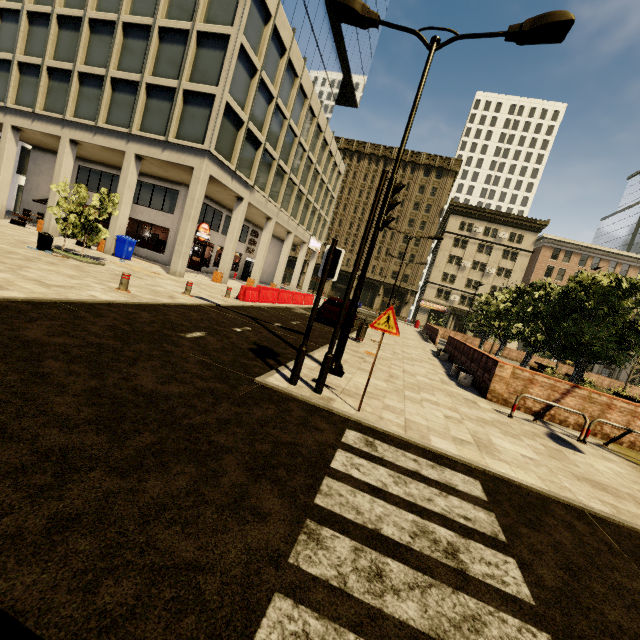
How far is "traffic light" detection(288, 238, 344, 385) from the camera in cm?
556

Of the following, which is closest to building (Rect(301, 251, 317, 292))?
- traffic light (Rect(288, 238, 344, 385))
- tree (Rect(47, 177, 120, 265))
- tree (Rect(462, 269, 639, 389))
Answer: tree (Rect(462, 269, 639, 389))

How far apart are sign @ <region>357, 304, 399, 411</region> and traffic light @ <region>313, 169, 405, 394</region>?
0.6m

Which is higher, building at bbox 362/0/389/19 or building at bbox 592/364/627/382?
building at bbox 362/0/389/19

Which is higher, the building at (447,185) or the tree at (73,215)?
the building at (447,185)

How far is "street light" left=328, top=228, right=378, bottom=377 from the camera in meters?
7.2

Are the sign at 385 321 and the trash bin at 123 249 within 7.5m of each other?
no

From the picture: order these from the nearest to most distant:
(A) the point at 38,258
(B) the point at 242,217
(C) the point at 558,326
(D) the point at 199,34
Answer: (A) the point at 38,258 → (C) the point at 558,326 → (D) the point at 199,34 → (B) the point at 242,217
